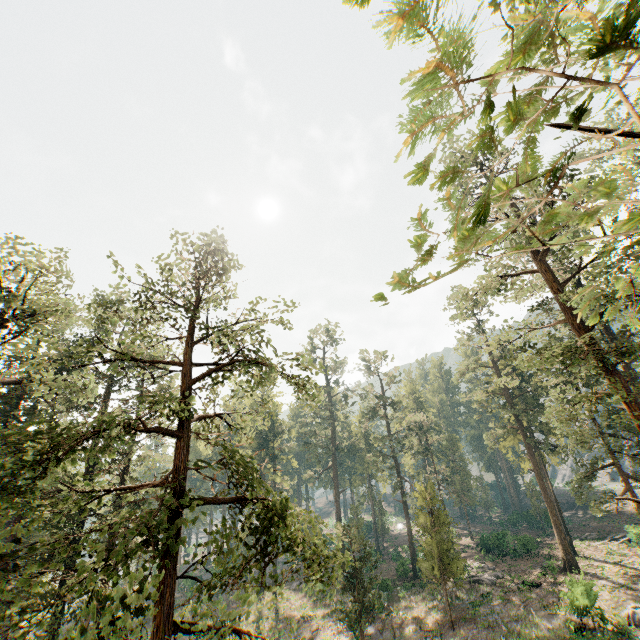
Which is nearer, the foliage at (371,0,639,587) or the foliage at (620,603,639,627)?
the foliage at (371,0,639,587)

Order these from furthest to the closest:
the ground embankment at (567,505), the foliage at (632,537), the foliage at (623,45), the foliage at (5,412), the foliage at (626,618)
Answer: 1. the ground embankment at (567,505)
2. the foliage at (632,537)
3. the foliage at (626,618)
4. the foliage at (5,412)
5. the foliage at (623,45)

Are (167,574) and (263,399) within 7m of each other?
yes

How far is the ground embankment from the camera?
55.5m

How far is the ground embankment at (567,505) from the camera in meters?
55.5 m

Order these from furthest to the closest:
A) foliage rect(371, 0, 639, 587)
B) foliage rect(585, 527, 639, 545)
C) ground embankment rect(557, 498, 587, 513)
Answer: ground embankment rect(557, 498, 587, 513) → foliage rect(585, 527, 639, 545) → foliage rect(371, 0, 639, 587)

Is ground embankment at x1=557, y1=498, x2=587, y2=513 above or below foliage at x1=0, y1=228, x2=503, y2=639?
below
